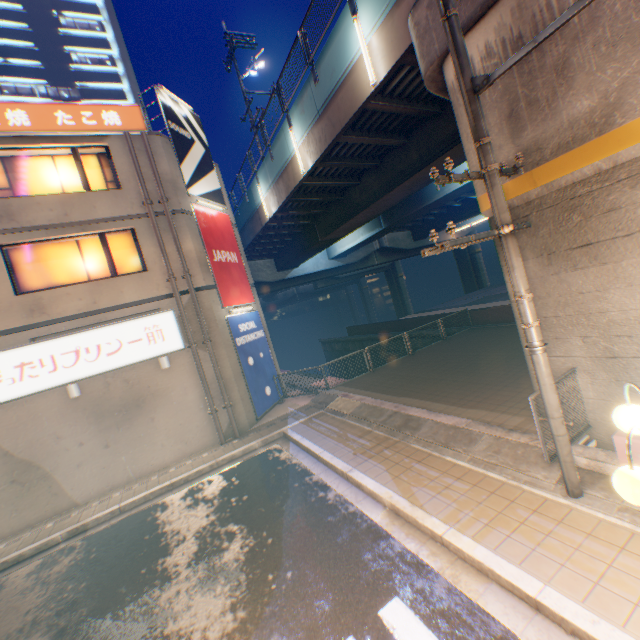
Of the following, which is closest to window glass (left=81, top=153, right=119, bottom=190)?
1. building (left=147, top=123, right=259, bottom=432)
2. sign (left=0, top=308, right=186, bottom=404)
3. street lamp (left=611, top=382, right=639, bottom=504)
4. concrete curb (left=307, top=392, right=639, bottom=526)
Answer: building (left=147, top=123, right=259, bottom=432)

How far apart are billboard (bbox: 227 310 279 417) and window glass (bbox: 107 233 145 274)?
3.2 meters

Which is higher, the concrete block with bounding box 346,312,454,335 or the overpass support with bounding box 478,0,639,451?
the overpass support with bounding box 478,0,639,451

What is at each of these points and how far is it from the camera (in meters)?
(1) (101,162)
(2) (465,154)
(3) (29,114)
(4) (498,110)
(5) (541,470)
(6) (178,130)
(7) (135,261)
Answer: (1) window glass, 11.58
(2) overpass support, 6.70
(3) sign, 10.20
(4) overpass support, 5.83
(5) concrete curb, 5.46
(6) billboard, 13.07
(7) window glass, 11.78

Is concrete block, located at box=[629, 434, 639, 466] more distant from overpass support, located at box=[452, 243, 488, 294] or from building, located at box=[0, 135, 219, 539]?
building, located at box=[0, 135, 219, 539]

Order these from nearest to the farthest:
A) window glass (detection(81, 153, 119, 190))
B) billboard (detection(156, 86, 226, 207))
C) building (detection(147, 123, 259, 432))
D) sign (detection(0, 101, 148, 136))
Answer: sign (detection(0, 101, 148, 136))
window glass (detection(81, 153, 119, 190))
building (detection(147, 123, 259, 432))
billboard (detection(156, 86, 226, 207))

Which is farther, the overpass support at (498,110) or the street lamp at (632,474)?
the overpass support at (498,110)

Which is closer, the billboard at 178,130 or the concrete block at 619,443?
the concrete block at 619,443
